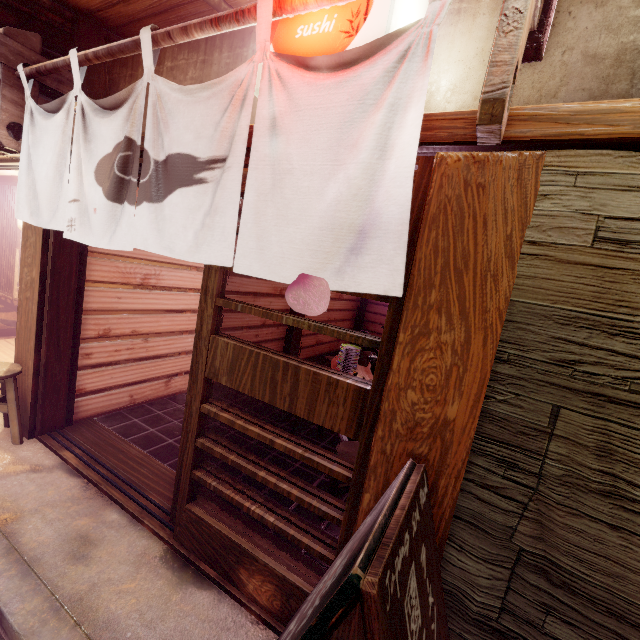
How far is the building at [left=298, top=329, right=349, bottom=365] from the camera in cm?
1510

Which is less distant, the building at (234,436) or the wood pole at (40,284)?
the wood pole at (40,284)

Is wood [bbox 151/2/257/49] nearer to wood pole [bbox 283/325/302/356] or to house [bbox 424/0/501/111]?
house [bbox 424/0/501/111]

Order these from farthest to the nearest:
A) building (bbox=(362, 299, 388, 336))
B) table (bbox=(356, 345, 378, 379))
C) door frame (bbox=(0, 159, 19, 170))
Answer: building (bbox=(362, 299, 388, 336))
table (bbox=(356, 345, 378, 379))
door frame (bbox=(0, 159, 19, 170))

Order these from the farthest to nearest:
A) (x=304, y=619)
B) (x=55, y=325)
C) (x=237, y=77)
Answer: (x=55, y=325) → (x=237, y=77) → (x=304, y=619)

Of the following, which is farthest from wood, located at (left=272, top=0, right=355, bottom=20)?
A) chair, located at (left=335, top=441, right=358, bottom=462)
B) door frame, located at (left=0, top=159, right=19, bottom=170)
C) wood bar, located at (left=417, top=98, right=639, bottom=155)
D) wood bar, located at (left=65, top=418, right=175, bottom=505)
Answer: wood bar, located at (left=65, top=418, right=175, bottom=505)

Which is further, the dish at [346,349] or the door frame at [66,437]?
the dish at [346,349]

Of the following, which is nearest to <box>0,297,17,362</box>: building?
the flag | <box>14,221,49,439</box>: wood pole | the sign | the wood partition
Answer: the wood partition
